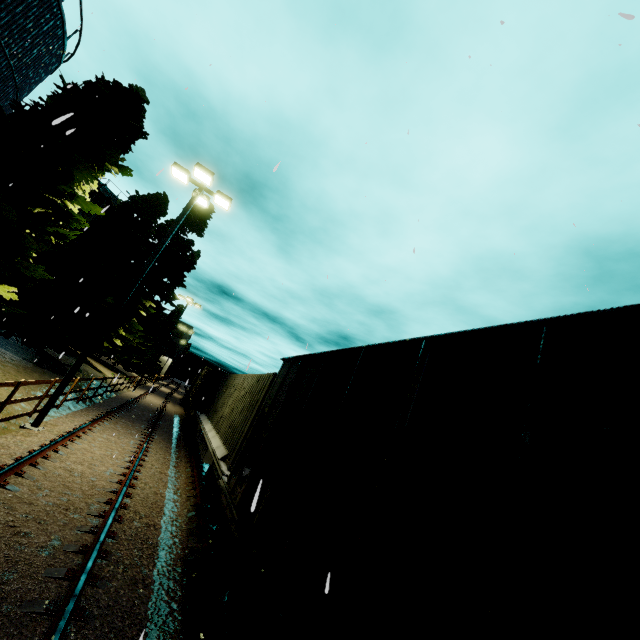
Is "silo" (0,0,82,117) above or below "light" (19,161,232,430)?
above

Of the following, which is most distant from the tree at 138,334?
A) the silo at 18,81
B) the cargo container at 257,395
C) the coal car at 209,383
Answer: the cargo container at 257,395

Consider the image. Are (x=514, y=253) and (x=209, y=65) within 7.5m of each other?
no

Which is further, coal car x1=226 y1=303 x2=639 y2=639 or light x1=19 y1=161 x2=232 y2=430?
light x1=19 y1=161 x2=232 y2=430

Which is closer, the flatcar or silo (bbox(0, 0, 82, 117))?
the flatcar

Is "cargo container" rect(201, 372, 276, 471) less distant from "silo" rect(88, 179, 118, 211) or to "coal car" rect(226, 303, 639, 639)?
"coal car" rect(226, 303, 639, 639)

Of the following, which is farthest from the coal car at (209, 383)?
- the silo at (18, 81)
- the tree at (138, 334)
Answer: the silo at (18, 81)

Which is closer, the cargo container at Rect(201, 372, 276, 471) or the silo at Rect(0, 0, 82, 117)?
the cargo container at Rect(201, 372, 276, 471)
